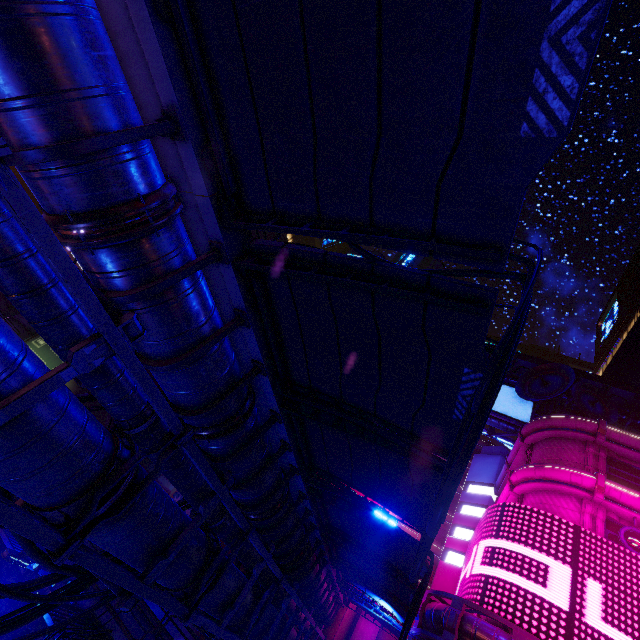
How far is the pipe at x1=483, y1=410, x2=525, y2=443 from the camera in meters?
32.0 m

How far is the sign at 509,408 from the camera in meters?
32.0

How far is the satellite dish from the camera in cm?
2553

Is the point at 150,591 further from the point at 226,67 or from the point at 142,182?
the point at 226,67

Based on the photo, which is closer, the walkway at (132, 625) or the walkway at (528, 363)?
the walkway at (132, 625)

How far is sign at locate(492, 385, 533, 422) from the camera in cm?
3197

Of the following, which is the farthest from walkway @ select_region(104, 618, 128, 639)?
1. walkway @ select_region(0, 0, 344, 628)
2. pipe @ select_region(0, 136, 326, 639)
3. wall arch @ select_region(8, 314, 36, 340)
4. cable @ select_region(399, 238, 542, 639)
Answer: cable @ select_region(399, 238, 542, 639)

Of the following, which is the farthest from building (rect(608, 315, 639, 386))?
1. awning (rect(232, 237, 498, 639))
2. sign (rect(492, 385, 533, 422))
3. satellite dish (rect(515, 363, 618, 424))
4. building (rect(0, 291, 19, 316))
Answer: building (rect(0, 291, 19, 316))
